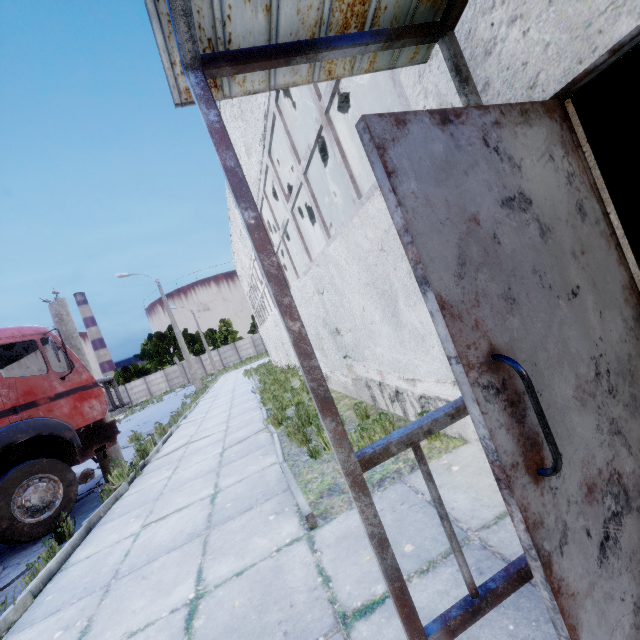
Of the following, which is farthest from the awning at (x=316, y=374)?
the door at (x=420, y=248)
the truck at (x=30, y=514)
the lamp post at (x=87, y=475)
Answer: the lamp post at (x=87, y=475)

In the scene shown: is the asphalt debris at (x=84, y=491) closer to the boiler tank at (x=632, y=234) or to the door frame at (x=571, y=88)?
the door frame at (x=571, y=88)

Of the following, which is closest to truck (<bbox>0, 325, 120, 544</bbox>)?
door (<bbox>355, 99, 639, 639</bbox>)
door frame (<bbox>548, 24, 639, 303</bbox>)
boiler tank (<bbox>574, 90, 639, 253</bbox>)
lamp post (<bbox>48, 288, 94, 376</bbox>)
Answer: lamp post (<bbox>48, 288, 94, 376</bbox>)

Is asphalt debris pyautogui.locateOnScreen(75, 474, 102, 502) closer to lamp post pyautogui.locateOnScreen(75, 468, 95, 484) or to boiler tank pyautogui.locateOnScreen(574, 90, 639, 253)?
lamp post pyautogui.locateOnScreen(75, 468, 95, 484)

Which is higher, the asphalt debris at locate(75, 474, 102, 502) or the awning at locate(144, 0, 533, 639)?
the awning at locate(144, 0, 533, 639)

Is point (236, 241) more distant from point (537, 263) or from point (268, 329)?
point (537, 263)

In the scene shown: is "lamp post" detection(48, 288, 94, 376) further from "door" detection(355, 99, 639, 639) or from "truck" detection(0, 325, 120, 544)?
"door" detection(355, 99, 639, 639)

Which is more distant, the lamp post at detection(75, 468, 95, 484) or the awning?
the lamp post at detection(75, 468, 95, 484)
